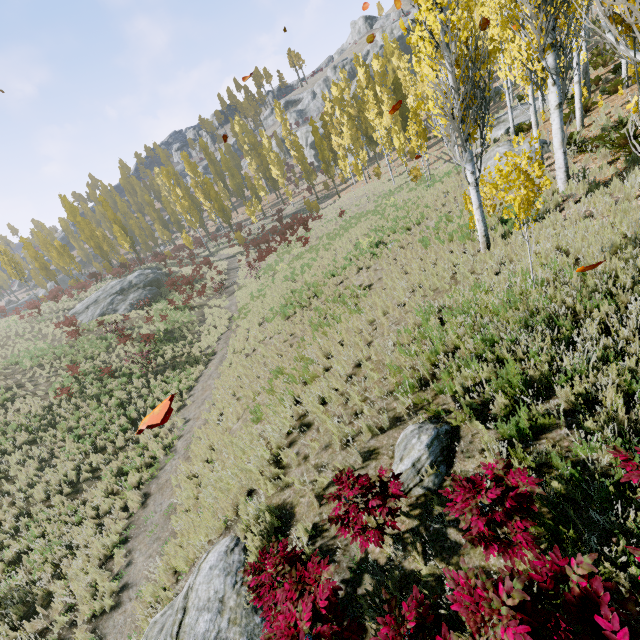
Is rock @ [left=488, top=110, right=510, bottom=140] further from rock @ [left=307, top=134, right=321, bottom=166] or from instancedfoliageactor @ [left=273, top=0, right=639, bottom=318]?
rock @ [left=307, top=134, right=321, bottom=166]

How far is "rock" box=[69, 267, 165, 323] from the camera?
28.7 meters

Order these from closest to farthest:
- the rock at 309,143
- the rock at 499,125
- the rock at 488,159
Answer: the rock at 488,159, the rock at 499,125, the rock at 309,143

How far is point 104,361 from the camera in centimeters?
2056cm

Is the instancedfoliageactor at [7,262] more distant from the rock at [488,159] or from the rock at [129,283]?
the rock at [129,283]

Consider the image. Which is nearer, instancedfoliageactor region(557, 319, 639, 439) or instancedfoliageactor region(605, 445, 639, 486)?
instancedfoliageactor region(605, 445, 639, 486)
